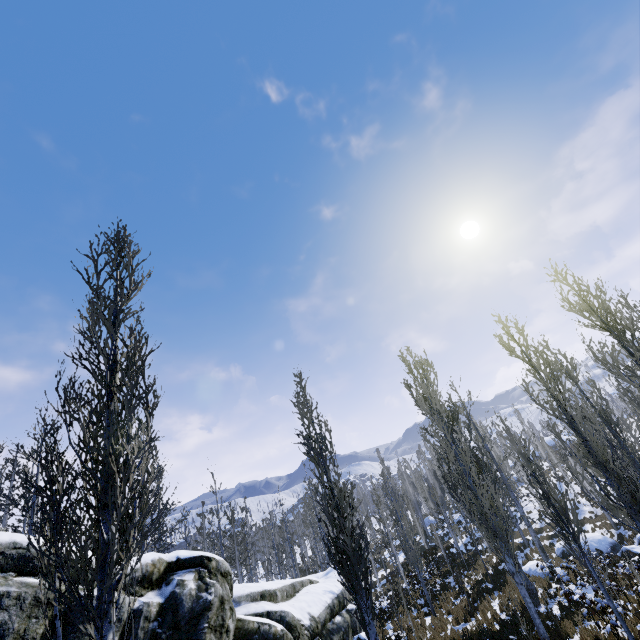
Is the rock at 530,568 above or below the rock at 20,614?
below

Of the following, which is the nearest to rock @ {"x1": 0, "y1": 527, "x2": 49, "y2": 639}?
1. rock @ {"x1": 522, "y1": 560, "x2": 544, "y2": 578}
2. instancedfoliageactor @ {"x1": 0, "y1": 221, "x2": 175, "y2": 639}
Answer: instancedfoliageactor @ {"x1": 0, "y1": 221, "x2": 175, "y2": 639}

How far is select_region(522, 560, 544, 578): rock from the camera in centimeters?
1855cm

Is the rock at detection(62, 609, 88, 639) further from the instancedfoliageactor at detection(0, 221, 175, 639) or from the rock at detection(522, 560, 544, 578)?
the rock at detection(522, 560, 544, 578)

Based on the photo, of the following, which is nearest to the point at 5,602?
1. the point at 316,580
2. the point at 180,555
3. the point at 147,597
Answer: the point at 147,597

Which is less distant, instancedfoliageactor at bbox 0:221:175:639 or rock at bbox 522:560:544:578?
instancedfoliageactor at bbox 0:221:175:639

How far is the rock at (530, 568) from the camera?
18.5 meters

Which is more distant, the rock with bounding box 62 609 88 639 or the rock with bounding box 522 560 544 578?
the rock with bounding box 522 560 544 578
